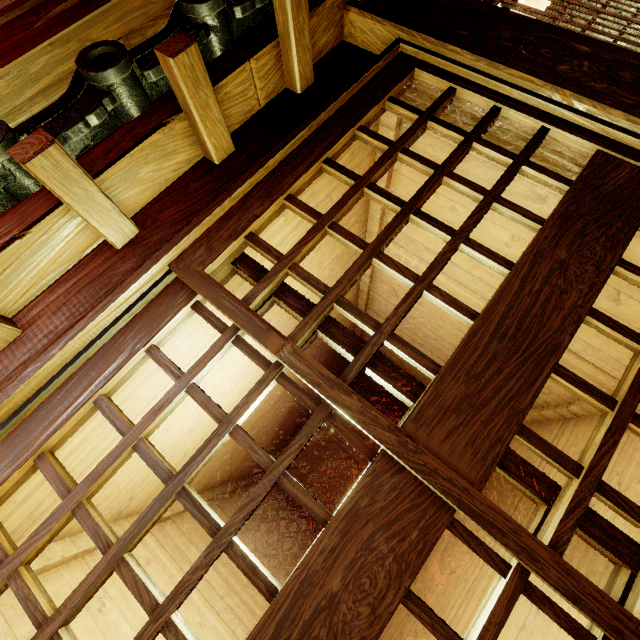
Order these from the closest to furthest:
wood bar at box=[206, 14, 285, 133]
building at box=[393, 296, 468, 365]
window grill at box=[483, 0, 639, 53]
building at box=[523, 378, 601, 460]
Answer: wood bar at box=[206, 14, 285, 133]
window grill at box=[483, 0, 639, 53]
building at box=[523, 378, 601, 460]
building at box=[393, 296, 468, 365]

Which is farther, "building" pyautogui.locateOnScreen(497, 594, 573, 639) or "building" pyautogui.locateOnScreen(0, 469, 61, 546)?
"building" pyautogui.locateOnScreen(497, 594, 573, 639)

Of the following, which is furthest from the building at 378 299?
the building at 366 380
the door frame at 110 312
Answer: the building at 366 380

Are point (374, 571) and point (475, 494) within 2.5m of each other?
yes

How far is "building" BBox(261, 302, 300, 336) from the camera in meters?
5.1 m

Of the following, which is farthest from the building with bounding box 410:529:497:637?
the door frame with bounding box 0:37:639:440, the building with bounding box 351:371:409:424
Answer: the building with bounding box 351:371:409:424

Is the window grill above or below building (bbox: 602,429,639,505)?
above

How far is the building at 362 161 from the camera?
4.1m
